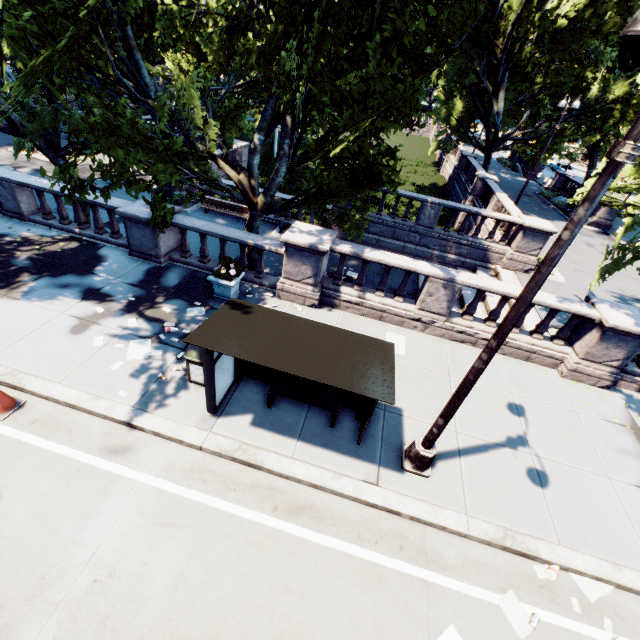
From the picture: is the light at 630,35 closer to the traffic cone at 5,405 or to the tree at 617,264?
the tree at 617,264

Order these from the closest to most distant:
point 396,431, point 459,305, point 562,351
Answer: point 396,431
point 562,351
point 459,305

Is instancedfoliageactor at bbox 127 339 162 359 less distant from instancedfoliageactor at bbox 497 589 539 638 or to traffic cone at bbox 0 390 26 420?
traffic cone at bbox 0 390 26 420

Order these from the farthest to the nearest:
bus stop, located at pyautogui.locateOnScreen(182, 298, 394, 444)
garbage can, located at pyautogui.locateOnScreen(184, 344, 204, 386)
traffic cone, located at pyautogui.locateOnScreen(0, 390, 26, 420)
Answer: garbage can, located at pyautogui.locateOnScreen(184, 344, 204, 386) < traffic cone, located at pyautogui.locateOnScreen(0, 390, 26, 420) < bus stop, located at pyautogui.locateOnScreen(182, 298, 394, 444)

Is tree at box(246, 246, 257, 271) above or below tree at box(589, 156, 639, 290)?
below

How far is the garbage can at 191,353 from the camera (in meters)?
6.91

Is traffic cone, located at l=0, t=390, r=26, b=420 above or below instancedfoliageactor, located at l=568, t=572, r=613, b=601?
above

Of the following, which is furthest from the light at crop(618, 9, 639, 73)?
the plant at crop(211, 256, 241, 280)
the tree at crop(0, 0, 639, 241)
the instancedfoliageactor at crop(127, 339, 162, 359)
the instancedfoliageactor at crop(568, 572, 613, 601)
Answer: the plant at crop(211, 256, 241, 280)
